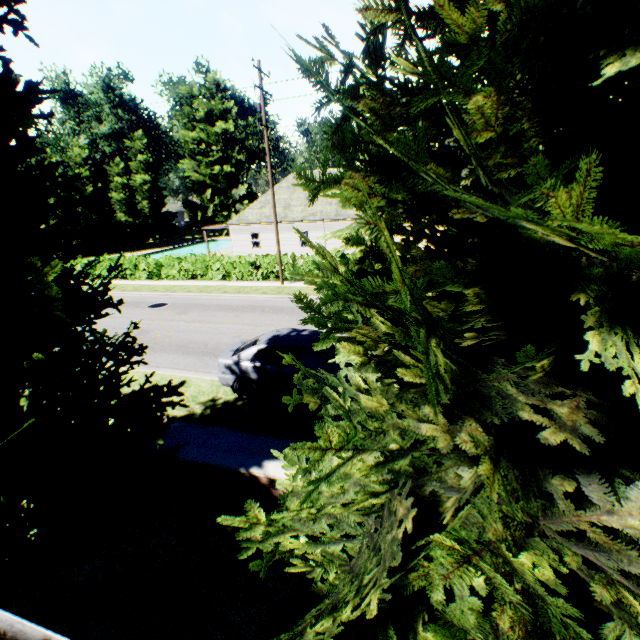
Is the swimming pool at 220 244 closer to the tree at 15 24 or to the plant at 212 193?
the plant at 212 193

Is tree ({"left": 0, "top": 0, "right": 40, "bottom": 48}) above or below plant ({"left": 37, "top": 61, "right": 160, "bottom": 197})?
below

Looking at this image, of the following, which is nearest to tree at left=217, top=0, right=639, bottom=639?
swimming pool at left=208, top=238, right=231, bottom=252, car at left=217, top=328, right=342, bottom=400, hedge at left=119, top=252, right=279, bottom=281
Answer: hedge at left=119, top=252, right=279, bottom=281

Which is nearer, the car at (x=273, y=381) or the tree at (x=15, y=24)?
the tree at (x=15, y=24)

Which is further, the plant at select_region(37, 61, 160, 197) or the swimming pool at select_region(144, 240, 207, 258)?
the plant at select_region(37, 61, 160, 197)

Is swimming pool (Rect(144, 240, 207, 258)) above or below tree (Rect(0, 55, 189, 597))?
below

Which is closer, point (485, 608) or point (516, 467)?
point (516, 467)

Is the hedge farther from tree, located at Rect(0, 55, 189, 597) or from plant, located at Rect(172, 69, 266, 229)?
plant, located at Rect(172, 69, 266, 229)
